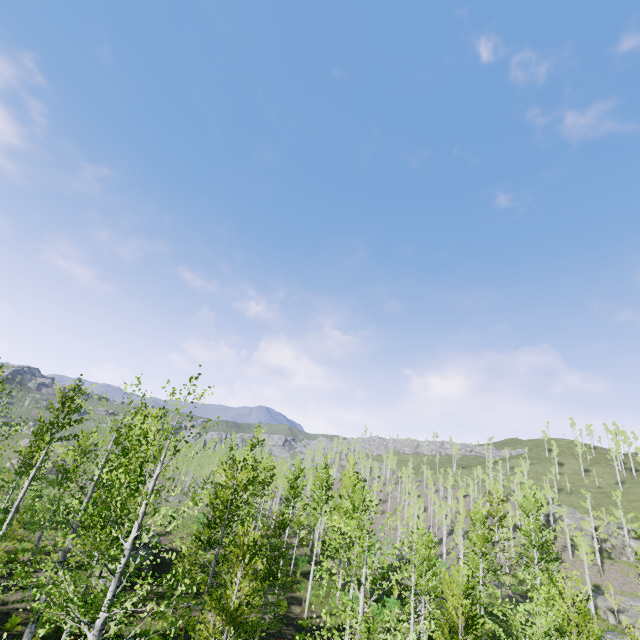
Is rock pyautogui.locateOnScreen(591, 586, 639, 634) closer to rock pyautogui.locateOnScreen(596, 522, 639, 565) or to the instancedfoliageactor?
the instancedfoliageactor

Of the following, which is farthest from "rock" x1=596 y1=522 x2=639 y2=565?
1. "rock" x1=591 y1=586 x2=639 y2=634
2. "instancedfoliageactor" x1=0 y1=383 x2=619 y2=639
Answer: "instancedfoliageactor" x1=0 y1=383 x2=619 y2=639

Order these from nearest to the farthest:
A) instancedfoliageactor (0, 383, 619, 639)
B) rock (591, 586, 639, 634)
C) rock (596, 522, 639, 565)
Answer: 1. instancedfoliageactor (0, 383, 619, 639)
2. rock (591, 586, 639, 634)
3. rock (596, 522, 639, 565)

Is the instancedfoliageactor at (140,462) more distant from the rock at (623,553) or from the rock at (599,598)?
the rock at (623,553)

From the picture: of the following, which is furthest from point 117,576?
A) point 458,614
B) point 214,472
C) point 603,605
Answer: point 603,605

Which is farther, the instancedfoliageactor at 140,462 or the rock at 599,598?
the rock at 599,598
